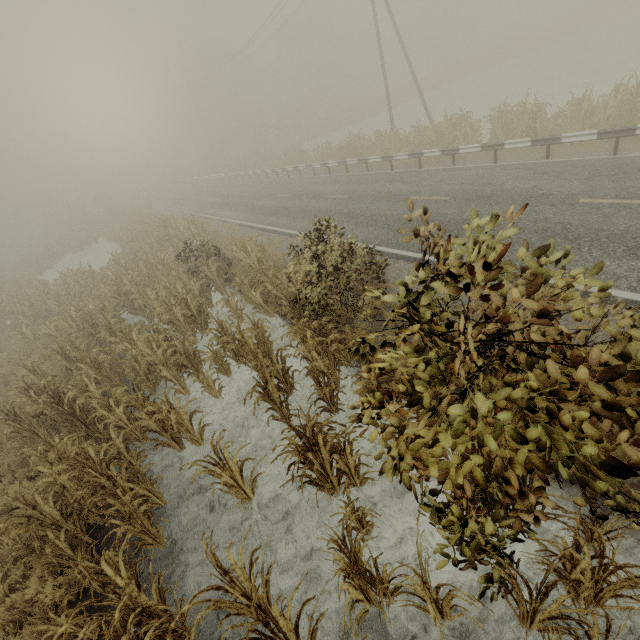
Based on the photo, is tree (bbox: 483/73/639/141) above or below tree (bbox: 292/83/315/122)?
below

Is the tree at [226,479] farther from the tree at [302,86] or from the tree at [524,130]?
the tree at [302,86]

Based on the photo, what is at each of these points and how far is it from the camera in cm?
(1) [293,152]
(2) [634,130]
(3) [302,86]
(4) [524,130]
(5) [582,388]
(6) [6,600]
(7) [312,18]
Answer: (1) tree, 2964
(2) guardrail, 990
(3) tree, 5666
(4) tree, 1455
(5) tree, 223
(6) tree, 522
(7) tree, 5141

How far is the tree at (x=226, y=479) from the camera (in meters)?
4.82

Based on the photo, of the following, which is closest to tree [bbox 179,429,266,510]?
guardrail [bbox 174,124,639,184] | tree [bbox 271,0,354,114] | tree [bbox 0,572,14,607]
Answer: tree [bbox 0,572,14,607]

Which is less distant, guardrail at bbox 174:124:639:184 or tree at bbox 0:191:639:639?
tree at bbox 0:191:639:639

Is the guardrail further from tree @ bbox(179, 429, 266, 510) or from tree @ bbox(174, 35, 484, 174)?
tree @ bbox(179, 429, 266, 510)

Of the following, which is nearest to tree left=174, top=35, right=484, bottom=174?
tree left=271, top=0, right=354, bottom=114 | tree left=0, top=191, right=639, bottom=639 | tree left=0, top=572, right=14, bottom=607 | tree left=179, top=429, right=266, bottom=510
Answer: tree left=0, top=191, right=639, bottom=639
